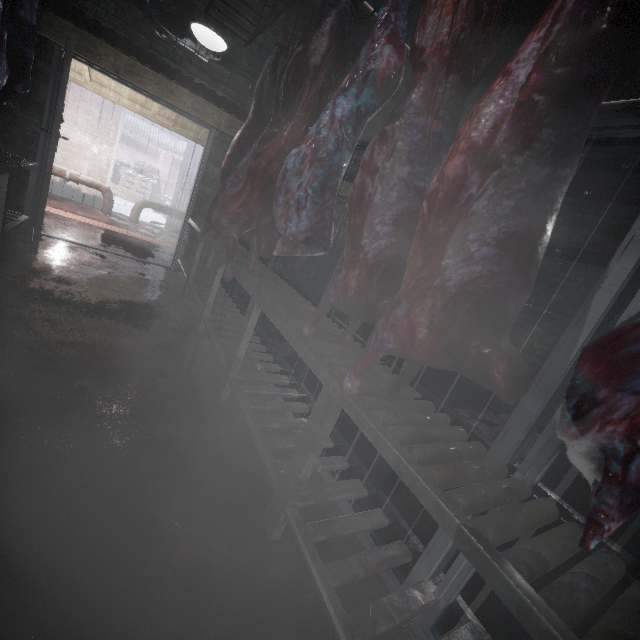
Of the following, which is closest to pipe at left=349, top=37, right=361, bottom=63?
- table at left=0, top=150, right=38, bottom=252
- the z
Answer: the z

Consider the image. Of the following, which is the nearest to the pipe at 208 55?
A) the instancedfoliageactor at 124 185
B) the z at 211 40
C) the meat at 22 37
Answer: the meat at 22 37

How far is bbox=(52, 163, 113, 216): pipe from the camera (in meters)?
5.63

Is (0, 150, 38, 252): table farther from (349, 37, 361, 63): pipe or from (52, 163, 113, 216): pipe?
(52, 163, 113, 216): pipe

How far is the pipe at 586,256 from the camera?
3.9 meters

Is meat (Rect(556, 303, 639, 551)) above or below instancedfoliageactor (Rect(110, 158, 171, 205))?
above

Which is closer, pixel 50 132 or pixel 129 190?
pixel 50 132

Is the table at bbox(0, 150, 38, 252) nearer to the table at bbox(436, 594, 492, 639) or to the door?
the table at bbox(436, 594, 492, 639)
